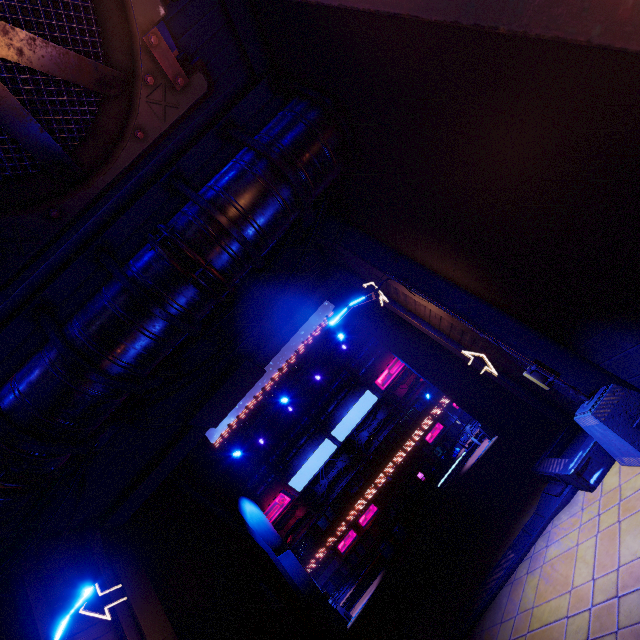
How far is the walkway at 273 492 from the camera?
24.86m

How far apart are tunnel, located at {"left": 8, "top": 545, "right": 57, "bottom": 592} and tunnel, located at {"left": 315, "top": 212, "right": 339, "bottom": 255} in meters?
12.1 m

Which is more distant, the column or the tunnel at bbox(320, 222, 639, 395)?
the column

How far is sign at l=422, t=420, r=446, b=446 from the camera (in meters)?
36.06

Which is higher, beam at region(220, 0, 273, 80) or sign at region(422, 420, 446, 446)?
beam at region(220, 0, 273, 80)

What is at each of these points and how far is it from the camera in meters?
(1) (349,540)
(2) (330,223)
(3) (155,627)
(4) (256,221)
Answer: (1) sign, 34.7
(2) tunnel, 10.2
(3) column, 9.9
(4) walkway, 6.2

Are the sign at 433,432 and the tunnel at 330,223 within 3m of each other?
no

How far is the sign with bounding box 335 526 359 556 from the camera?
34.4 meters
